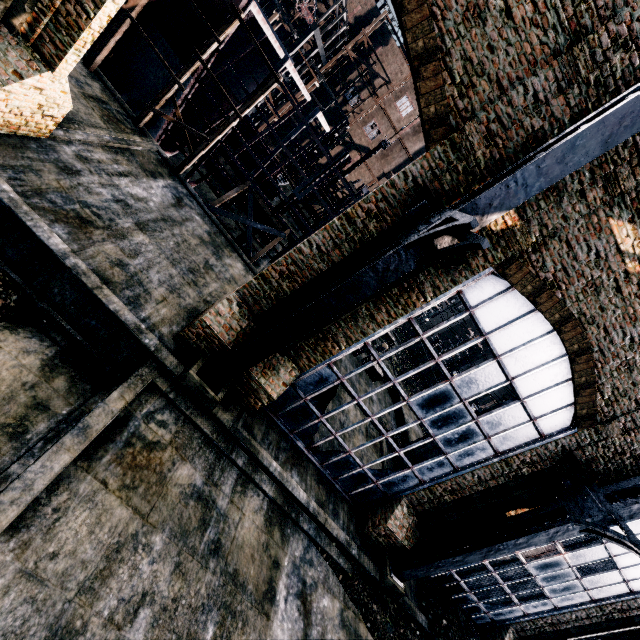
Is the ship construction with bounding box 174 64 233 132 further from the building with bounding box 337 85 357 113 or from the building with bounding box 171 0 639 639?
the building with bounding box 337 85 357 113

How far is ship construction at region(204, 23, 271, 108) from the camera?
16.34m

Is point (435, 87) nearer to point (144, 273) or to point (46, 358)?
point (144, 273)

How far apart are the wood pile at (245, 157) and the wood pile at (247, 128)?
0.3m

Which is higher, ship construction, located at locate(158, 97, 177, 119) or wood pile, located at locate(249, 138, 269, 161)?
wood pile, located at locate(249, 138, 269, 161)

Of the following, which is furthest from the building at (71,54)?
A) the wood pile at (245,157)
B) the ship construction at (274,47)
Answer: the wood pile at (245,157)

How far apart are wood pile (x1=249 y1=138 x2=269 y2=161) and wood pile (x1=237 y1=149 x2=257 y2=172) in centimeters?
34cm

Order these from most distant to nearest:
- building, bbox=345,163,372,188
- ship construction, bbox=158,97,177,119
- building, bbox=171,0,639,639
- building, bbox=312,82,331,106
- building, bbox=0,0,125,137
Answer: building, bbox=345,163,372,188 → building, bbox=312,82,331,106 → ship construction, bbox=158,97,177,119 → building, bbox=0,0,125,137 → building, bbox=171,0,639,639
